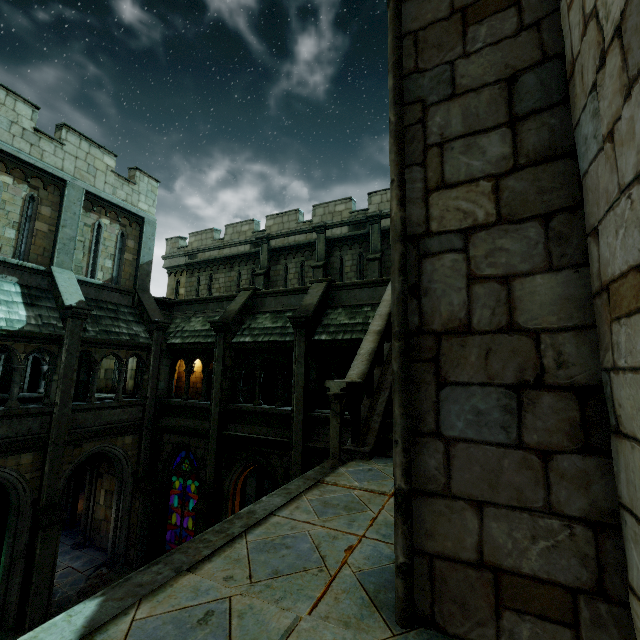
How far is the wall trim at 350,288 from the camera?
11.47m

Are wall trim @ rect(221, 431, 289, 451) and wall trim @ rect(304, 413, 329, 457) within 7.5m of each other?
yes

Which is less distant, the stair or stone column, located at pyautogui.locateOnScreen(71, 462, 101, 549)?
the stair

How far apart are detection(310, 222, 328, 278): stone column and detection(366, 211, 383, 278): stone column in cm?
213

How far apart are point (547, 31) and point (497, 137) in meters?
0.7

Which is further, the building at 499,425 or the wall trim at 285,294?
the wall trim at 285,294

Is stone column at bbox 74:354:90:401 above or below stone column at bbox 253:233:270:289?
below

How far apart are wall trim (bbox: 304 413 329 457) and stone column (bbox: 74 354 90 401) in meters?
12.8 m
